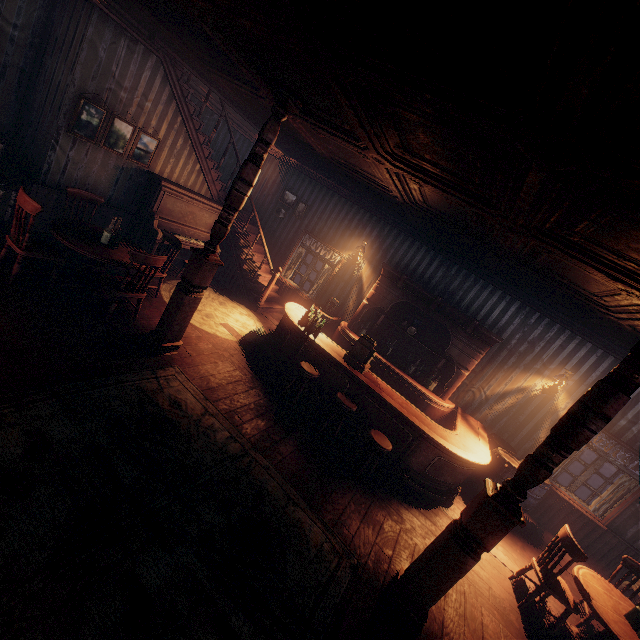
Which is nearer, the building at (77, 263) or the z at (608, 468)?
the building at (77, 263)

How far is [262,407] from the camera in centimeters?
507cm

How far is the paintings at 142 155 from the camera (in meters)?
6.30

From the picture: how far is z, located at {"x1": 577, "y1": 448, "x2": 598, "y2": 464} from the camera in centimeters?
1198cm

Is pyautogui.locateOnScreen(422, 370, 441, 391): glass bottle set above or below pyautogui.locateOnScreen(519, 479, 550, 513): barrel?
above

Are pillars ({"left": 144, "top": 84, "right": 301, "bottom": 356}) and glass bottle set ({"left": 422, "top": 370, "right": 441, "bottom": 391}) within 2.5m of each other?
no

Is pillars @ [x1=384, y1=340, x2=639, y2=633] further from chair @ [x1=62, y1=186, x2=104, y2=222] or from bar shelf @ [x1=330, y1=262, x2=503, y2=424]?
chair @ [x1=62, y1=186, x2=104, y2=222]

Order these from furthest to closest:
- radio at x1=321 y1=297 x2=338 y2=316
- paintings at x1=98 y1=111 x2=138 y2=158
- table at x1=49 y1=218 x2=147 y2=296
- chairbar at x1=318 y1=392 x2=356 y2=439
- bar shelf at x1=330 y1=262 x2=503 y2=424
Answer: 1. radio at x1=321 y1=297 x2=338 y2=316
2. bar shelf at x1=330 y1=262 x2=503 y2=424
3. paintings at x1=98 y1=111 x2=138 y2=158
4. chairbar at x1=318 y1=392 x2=356 y2=439
5. table at x1=49 y1=218 x2=147 y2=296
